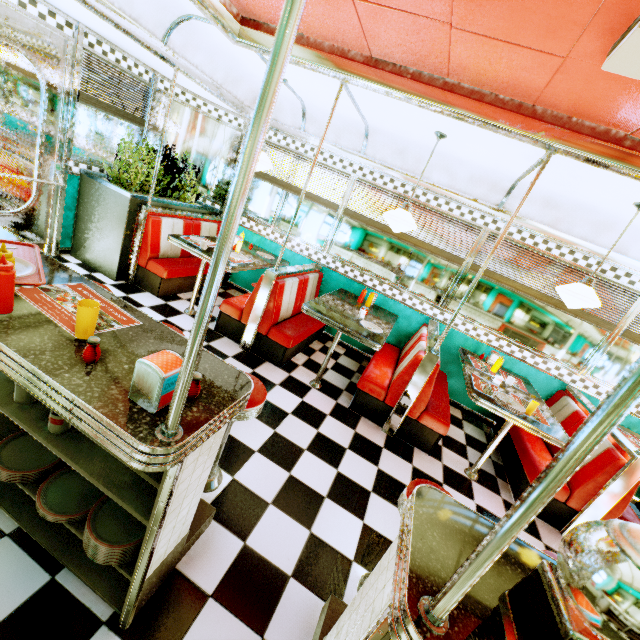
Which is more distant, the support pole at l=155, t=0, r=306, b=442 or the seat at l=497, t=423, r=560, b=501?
the seat at l=497, t=423, r=560, b=501

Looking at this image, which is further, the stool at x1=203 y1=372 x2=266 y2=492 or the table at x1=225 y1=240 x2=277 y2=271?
the table at x1=225 y1=240 x2=277 y2=271

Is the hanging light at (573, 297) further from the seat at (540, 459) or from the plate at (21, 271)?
the plate at (21, 271)

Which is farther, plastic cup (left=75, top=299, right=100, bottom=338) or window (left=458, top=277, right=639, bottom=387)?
window (left=458, top=277, right=639, bottom=387)

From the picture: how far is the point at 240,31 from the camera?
2.96m

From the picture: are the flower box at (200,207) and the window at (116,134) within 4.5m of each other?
yes

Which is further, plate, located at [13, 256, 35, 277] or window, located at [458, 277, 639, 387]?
window, located at [458, 277, 639, 387]

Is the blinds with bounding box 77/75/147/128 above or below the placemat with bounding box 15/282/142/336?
above
